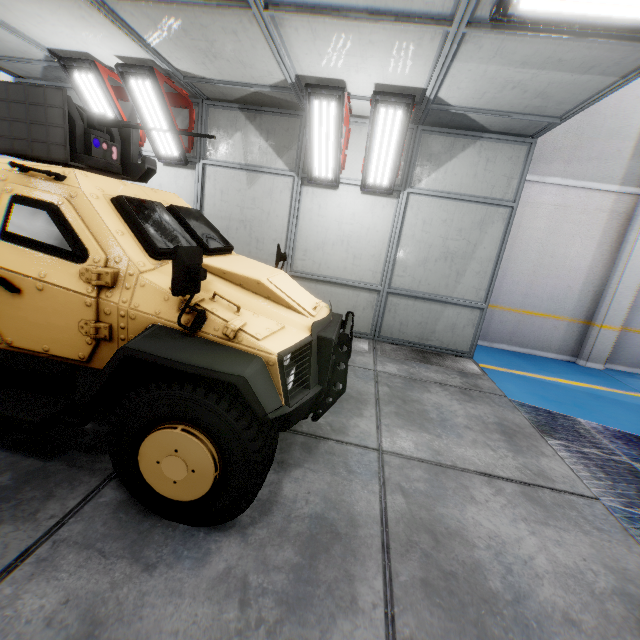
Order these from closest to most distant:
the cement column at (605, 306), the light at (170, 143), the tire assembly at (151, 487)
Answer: the tire assembly at (151, 487) → the light at (170, 143) → the cement column at (605, 306)

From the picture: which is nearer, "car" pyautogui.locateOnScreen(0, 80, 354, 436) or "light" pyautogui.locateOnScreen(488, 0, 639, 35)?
"car" pyautogui.locateOnScreen(0, 80, 354, 436)

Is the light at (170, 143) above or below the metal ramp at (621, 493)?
above

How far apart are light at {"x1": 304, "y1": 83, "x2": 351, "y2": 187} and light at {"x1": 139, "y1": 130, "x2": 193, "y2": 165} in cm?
234

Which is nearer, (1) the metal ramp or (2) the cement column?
(1) the metal ramp

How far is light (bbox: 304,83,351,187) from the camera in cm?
469

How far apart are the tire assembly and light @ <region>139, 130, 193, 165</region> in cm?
527

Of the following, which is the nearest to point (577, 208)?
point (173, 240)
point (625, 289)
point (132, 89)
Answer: point (625, 289)
